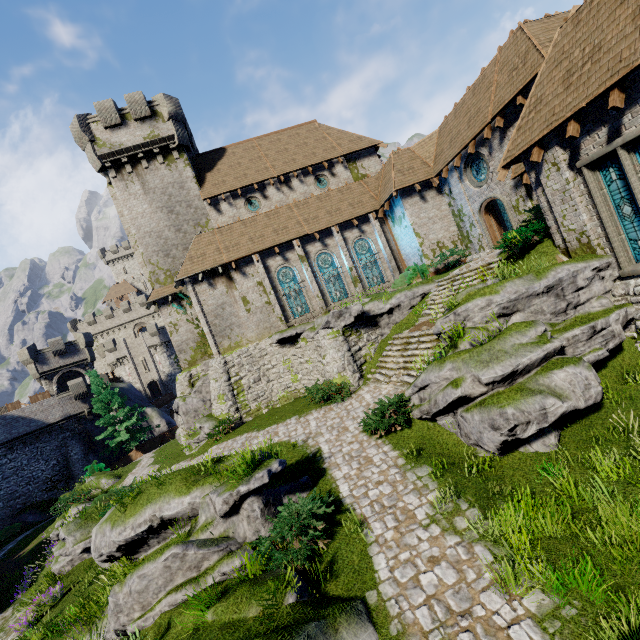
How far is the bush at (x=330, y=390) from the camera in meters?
15.6

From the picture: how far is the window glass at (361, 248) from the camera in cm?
2353

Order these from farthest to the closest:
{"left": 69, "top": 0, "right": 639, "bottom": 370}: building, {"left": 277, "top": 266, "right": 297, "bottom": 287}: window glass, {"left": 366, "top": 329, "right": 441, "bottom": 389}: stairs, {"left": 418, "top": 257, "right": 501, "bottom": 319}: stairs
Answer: {"left": 277, "top": 266, "right": 297, "bottom": 287}: window glass, {"left": 418, "top": 257, "right": 501, "bottom": 319}: stairs, {"left": 366, "top": 329, "right": 441, "bottom": 389}: stairs, {"left": 69, "top": 0, "right": 639, "bottom": 370}: building

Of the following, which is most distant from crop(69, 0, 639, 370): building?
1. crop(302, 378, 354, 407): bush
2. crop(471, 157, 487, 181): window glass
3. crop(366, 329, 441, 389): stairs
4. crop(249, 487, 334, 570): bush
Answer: crop(249, 487, 334, 570): bush

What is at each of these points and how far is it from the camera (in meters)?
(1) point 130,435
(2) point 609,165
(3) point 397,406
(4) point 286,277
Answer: (1) tree, 32.56
(2) window glass, 9.64
(3) bush, 10.94
(4) window glass, 22.64

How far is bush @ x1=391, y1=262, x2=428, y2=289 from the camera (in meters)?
21.16

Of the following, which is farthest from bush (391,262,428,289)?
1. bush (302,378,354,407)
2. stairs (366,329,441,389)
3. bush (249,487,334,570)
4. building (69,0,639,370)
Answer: bush (249,487,334,570)

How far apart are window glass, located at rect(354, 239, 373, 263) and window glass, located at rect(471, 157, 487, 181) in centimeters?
772cm
